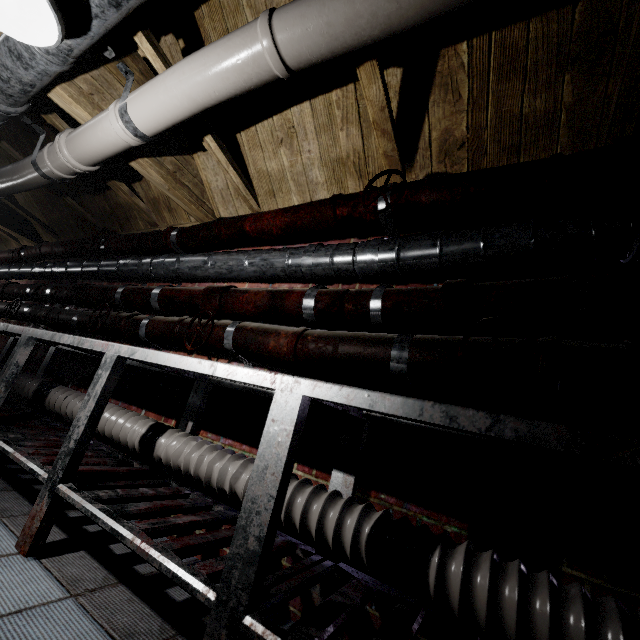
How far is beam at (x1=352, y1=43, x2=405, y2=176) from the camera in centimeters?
132cm

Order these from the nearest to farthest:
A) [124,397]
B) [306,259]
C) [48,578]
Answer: [48,578]
[306,259]
[124,397]

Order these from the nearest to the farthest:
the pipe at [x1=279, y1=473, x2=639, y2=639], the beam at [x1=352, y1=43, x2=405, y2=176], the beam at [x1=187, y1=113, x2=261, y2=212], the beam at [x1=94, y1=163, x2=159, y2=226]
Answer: the pipe at [x1=279, y1=473, x2=639, y2=639] < the beam at [x1=352, y1=43, x2=405, y2=176] < the beam at [x1=187, y1=113, x2=261, y2=212] < the beam at [x1=94, y1=163, x2=159, y2=226]

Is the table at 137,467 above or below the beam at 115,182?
below

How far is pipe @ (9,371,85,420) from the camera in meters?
2.2 m

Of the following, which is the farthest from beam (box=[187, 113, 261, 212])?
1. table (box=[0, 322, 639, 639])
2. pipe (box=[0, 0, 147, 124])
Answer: table (box=[0, 322, 639, 639])

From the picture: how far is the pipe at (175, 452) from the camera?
1.36m

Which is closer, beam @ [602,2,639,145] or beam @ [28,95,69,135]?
beam @ [602,2,639,145]
